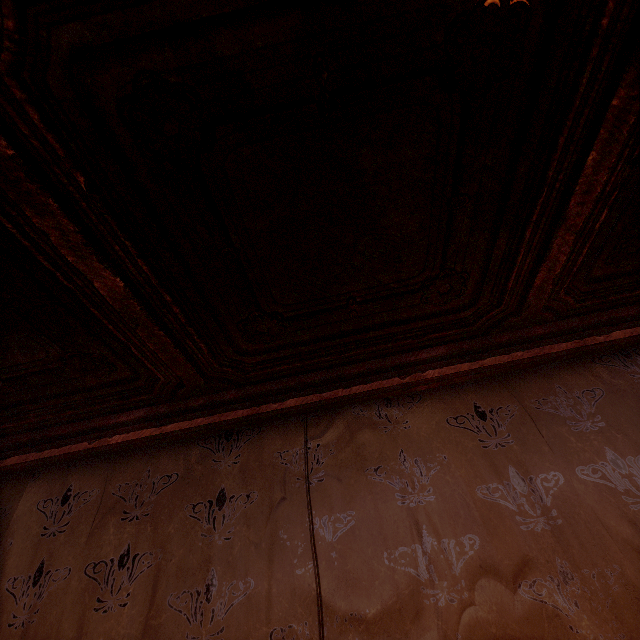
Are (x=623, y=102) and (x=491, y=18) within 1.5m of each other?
yes
